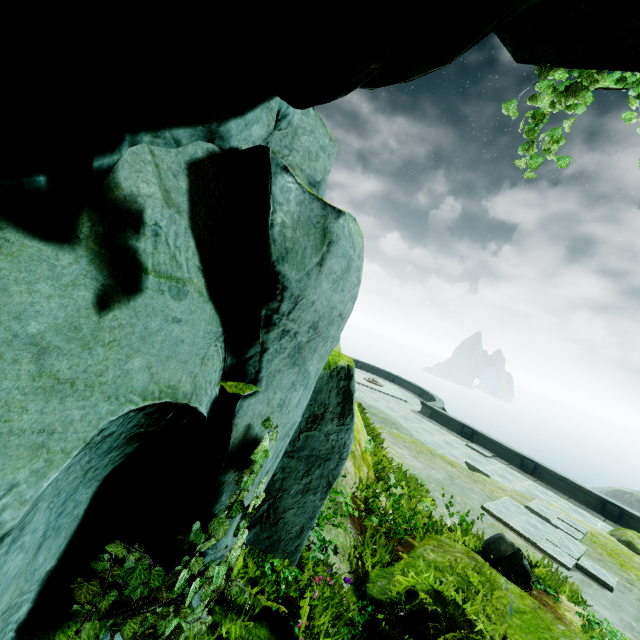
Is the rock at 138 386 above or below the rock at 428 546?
above

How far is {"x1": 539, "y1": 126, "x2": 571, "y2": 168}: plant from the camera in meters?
2.9 m

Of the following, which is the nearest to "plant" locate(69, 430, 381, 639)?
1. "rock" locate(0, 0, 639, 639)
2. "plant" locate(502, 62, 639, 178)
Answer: "rock" locate(0, 0, 639, 639)

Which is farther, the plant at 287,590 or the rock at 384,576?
the rock at 384,576

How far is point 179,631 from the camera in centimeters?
261cm

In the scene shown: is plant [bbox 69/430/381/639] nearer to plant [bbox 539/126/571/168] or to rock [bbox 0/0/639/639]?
rock [bbox 0/0/639/639]
